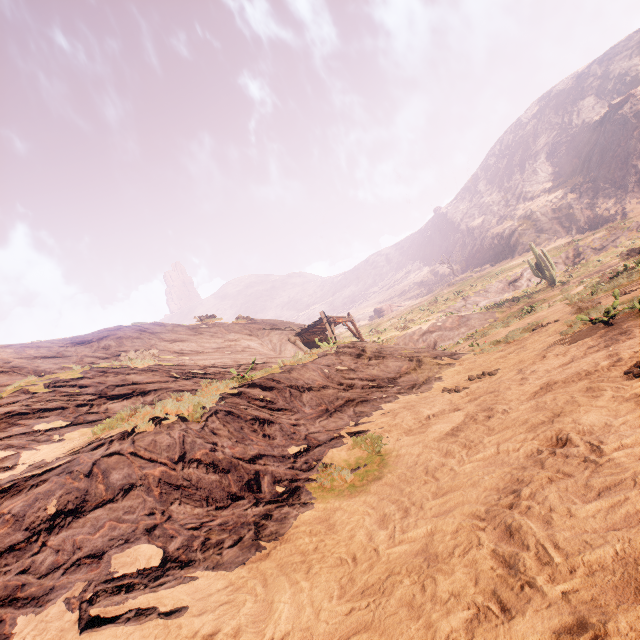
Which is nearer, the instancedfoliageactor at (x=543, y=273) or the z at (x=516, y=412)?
the z at (x=516, y=412)

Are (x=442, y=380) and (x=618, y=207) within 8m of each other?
no

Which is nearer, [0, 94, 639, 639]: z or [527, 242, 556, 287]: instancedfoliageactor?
[0, 94, 639, 639]: z

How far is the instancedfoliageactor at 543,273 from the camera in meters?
26.4

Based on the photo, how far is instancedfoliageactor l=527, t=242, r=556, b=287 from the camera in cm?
2644
